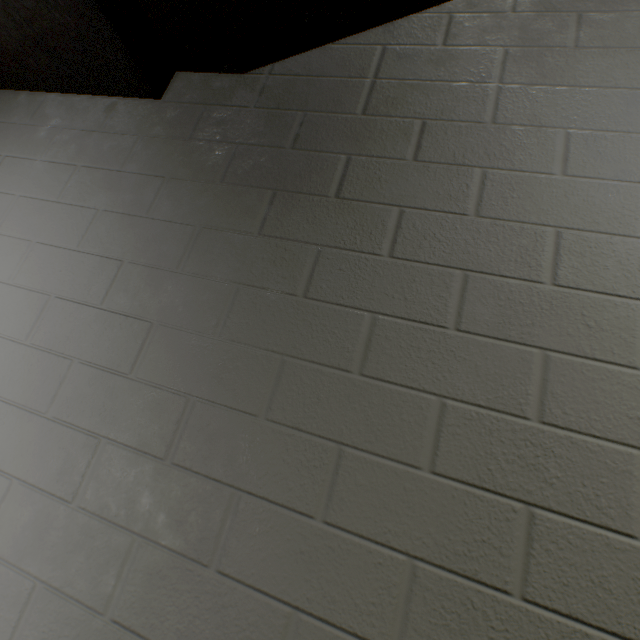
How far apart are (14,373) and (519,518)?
1.4 meters
